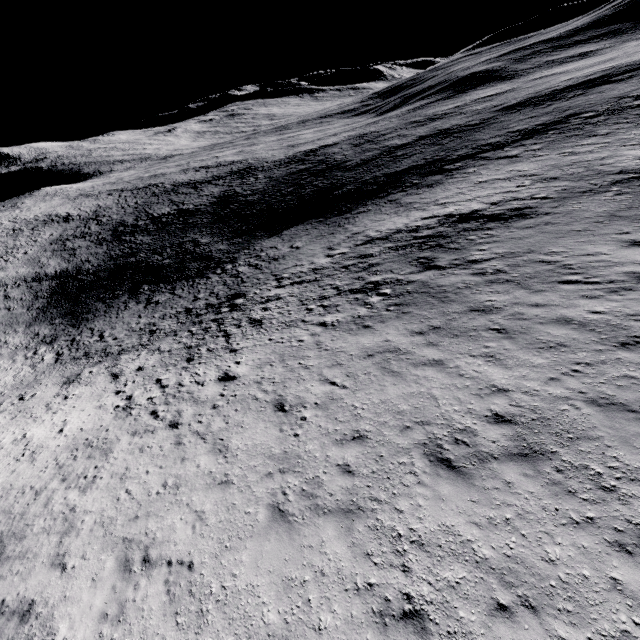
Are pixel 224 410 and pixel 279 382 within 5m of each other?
yes
